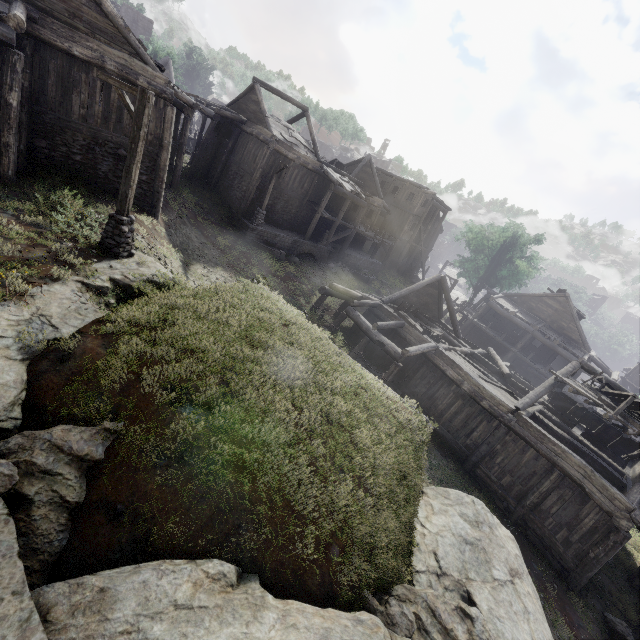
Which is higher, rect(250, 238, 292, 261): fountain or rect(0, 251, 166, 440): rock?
rect(0, 251, 166, 440): rock

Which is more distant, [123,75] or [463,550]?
[123,75]

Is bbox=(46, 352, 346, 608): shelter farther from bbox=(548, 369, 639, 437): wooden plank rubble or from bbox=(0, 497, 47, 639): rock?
bbox=(548, 369, 639, 437): wooden plank rubble

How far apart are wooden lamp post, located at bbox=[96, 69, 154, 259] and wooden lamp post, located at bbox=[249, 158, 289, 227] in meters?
13.0 m

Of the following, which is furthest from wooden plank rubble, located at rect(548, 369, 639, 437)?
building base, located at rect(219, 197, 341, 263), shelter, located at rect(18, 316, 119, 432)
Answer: building base, located at rect(219, 197, 341, 263)

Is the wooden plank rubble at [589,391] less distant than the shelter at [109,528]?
No

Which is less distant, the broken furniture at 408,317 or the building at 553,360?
the building at 553,360

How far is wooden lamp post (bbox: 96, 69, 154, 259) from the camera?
8.7m
